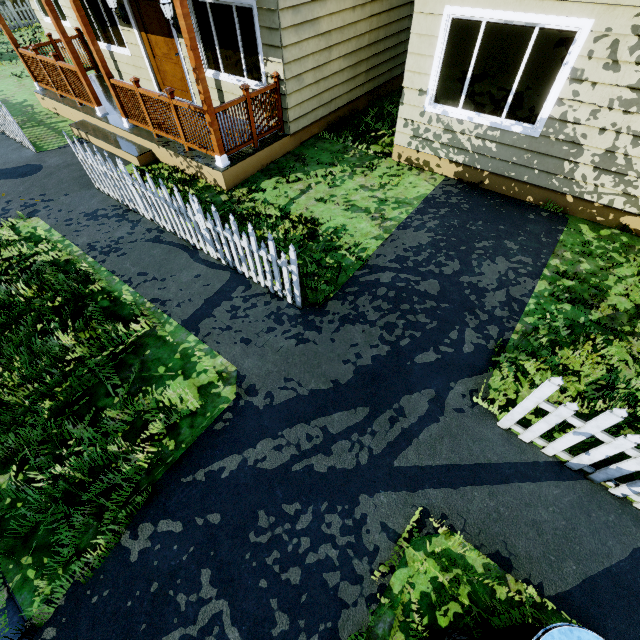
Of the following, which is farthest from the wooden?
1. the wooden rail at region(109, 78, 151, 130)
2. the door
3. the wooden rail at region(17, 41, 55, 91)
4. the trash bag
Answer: the trash bag

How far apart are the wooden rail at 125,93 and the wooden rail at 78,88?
1.4m

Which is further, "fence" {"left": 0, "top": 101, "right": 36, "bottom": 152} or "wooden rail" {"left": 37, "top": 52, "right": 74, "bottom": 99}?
"wooden rail" {"left": 37, "top": 52, "right": 74, "bottom": 99}

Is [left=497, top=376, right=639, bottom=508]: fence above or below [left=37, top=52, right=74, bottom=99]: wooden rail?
below

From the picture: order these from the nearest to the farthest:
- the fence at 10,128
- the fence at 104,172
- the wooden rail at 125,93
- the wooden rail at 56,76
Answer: A: the fence at 104,172 < the wooden rail at 125,93 < the fence at 10,128 < the wooden rail at 56,76

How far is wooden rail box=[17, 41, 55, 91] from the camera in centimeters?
833cm

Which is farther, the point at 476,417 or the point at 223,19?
the point at 223,19

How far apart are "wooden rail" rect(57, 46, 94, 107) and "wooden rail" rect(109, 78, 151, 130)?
1.36m
